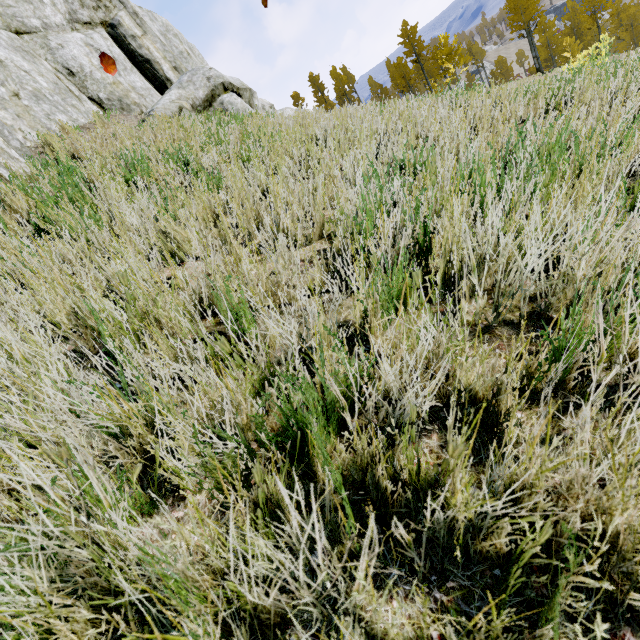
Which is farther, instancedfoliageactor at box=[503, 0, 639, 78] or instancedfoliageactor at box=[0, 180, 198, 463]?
instancedfoliageactor at box=[503, 0, 639, 78]

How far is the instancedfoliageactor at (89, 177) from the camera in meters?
2.6 m

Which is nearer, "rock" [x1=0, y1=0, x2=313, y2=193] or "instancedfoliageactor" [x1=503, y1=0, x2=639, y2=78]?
"rock" [x1=0, y1=0, x2=313, y2=193]

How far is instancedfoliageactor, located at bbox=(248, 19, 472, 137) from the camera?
5.4m

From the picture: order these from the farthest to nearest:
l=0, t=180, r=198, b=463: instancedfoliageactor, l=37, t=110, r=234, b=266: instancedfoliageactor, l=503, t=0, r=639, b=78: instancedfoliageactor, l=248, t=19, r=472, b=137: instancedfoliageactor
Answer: l=503, t=0, r=639, b=78: instancedfoliageactor → l=248, t=19, r=472, b=137: instancedfoliageactor → l=37, t=110, r=234, b=266: instancedfoliageactor → l=0, t=180, r=198, b=463: instancedfoliageactor

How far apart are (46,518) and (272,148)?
4.38m
